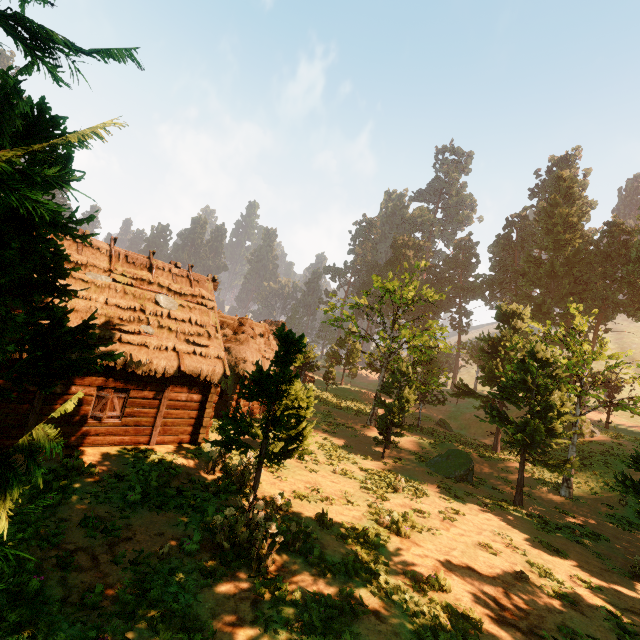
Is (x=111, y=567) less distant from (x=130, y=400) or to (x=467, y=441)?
(x=130, y=400)

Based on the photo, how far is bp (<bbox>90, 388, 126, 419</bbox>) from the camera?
11.9 meters

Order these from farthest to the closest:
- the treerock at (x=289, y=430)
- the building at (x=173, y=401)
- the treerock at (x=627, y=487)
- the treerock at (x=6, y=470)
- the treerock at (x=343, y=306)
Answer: the treerock at (x=343, y=306) < the treerock at (x=627, y=487) < the building at (x=173, y=401) < the treerock at (x=289, y=430) < the treerock at (x=6, y=470)

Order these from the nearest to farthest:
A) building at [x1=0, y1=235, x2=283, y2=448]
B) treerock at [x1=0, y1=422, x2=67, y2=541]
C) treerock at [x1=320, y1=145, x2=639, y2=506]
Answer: treerock at [x1=0, y1=422, x2=67, y2=541] < building at [x1=0, y1=235, x2=283, y2=448] < treerock at [x1=320, y1=145, x2=639, y2=506]

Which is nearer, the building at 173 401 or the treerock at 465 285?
the building at 173 401

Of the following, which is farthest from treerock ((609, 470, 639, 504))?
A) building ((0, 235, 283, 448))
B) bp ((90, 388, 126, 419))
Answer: bp ((90, 388, 126, 419))

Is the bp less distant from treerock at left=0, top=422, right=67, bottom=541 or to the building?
the building

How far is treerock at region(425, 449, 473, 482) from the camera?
19.4m
